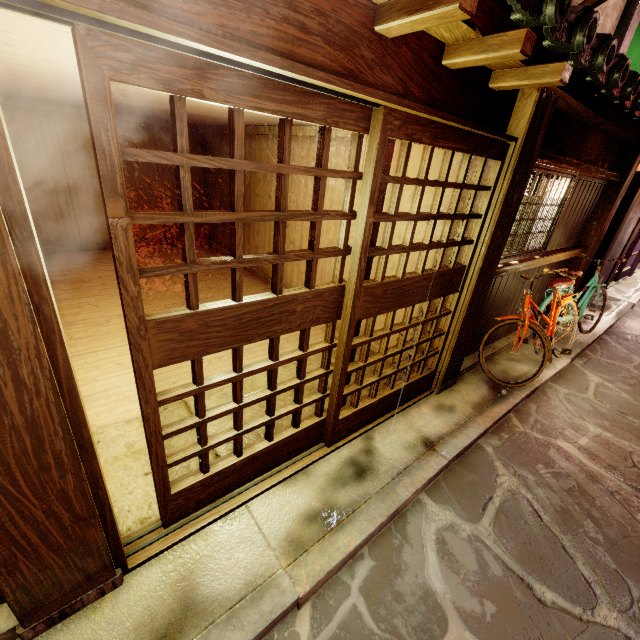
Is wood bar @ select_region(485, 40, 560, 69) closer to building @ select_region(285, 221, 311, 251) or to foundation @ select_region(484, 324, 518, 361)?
building @ select_region(285, 221, 311, 251)

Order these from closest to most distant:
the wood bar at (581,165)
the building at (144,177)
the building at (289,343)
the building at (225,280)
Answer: the wood bar at (581,165) < the building at (289,343) < the building at (225,280) < the building at (144,177)

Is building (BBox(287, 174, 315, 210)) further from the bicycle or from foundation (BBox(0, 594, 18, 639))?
the bicycle

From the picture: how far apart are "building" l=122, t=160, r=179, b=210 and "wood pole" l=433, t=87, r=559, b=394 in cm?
1399

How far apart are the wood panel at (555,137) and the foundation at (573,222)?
0.3 meters

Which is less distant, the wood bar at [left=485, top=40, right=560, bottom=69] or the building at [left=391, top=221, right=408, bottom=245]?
the wood bar at [left=485, top=40, right=560, bottom=69]

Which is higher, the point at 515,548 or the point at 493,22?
the point at 493,22

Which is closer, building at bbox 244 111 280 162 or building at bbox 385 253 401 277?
building at bbox 385 253 401 277
